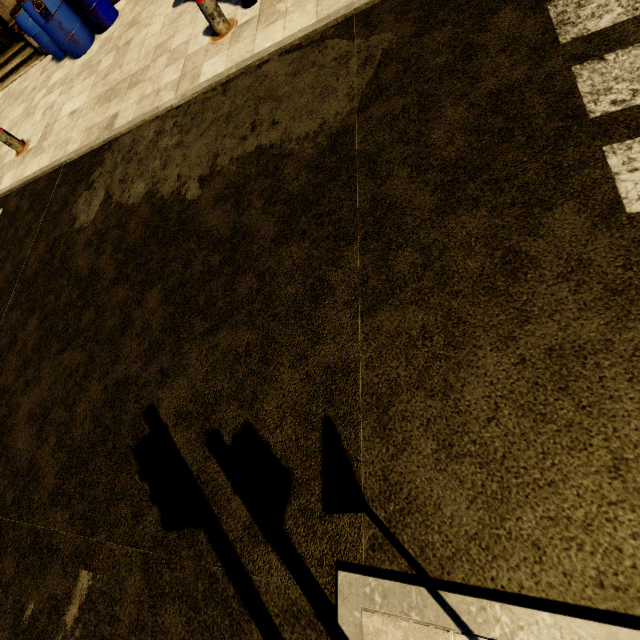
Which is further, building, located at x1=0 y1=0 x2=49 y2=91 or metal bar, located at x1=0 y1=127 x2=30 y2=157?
building, located at x1=0 y1=0 x2=49 y2=91

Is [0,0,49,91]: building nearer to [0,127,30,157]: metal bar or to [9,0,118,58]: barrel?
[9,0,118,58]: barrel

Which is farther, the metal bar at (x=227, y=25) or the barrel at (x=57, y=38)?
the barrel at (x=57, y=38)

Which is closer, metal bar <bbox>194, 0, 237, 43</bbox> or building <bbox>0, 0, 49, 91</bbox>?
metal bar <bbox>194, 0, 237, 43</bbox>

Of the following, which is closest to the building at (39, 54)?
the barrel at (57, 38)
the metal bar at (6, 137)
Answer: the barrel at (57, 38)

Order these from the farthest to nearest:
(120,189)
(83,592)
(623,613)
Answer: (120,189)
(83,592)
(623,613)

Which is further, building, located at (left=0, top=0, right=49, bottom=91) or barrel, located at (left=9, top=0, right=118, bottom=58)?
building, located at (left=0, top=0, right=49, bottom=91)

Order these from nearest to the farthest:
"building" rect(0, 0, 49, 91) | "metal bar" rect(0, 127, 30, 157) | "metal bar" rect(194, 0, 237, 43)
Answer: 1. "metal bar" rect(194, 0, 237, 43)
2. "metal bar" rect(0, 127, 30, 157)
3. "building" rect(0, 0, 49, 91)
